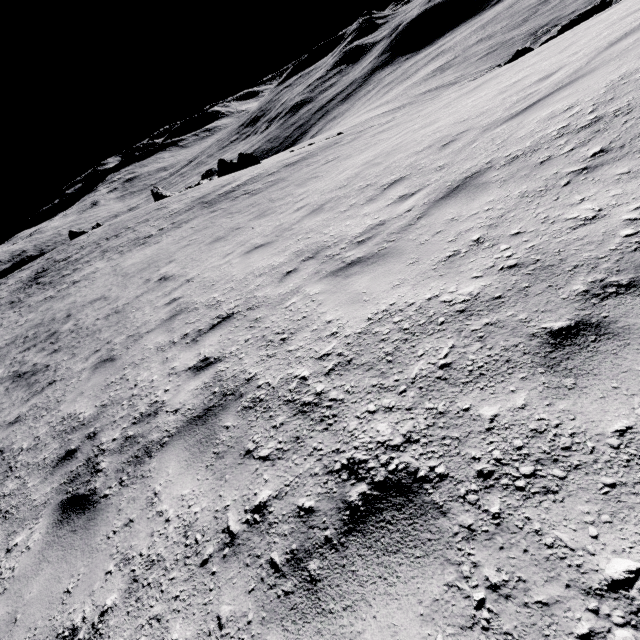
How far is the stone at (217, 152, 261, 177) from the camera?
44.4m

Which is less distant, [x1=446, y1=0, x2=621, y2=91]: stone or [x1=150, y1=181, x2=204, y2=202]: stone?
[x1=446, y1=0, x2=621, y2=91]: stone

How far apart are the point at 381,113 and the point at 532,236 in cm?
6068

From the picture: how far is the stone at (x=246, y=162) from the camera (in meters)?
44.36

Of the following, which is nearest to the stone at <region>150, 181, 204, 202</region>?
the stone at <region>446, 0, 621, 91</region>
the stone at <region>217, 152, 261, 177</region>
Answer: the stone at <region>217, 152, 261, 177</region>

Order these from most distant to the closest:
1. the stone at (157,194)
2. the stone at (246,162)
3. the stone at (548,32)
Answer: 1. the stone at (157,194)
2. the stone at (246,162)
3. the stone at (548,32)

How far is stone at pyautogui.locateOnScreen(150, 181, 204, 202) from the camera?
48.7m
